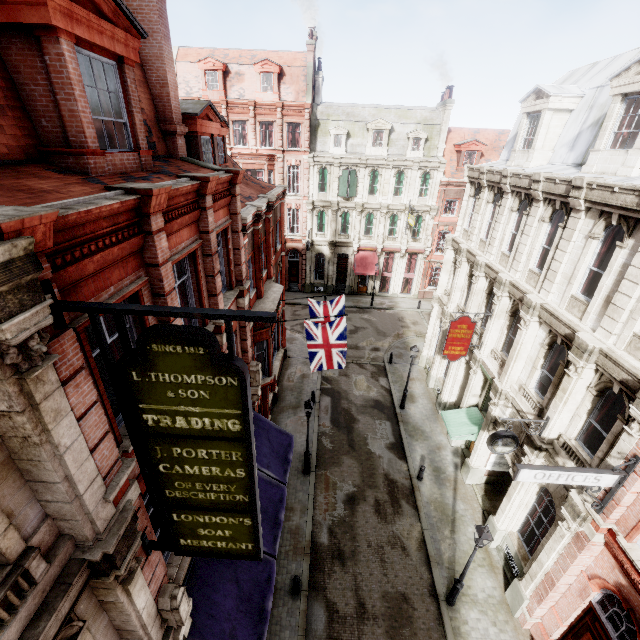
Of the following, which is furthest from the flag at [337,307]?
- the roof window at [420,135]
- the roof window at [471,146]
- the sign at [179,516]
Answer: the roof window at [471,146]

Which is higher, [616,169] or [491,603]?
[616,169]

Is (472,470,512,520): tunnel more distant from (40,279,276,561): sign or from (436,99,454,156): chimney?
(436,99,454,156): chimney

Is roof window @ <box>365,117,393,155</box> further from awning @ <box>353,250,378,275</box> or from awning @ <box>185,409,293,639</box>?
awning @ <box>185,409,293,639</box>

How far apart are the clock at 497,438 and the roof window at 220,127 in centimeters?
1295cm

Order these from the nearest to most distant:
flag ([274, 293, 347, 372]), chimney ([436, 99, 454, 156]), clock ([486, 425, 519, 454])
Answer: clock ([486, 425, 519, 454]) < flag ([274, 293, 347, 372]) < chimney ([436, 99, 454, 156])

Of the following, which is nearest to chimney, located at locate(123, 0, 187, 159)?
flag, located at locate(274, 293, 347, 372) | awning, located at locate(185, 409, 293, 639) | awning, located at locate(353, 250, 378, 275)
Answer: flag, located at locate(274, 293, 347, 372)

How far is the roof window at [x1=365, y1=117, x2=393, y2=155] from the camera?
29.9 meters
